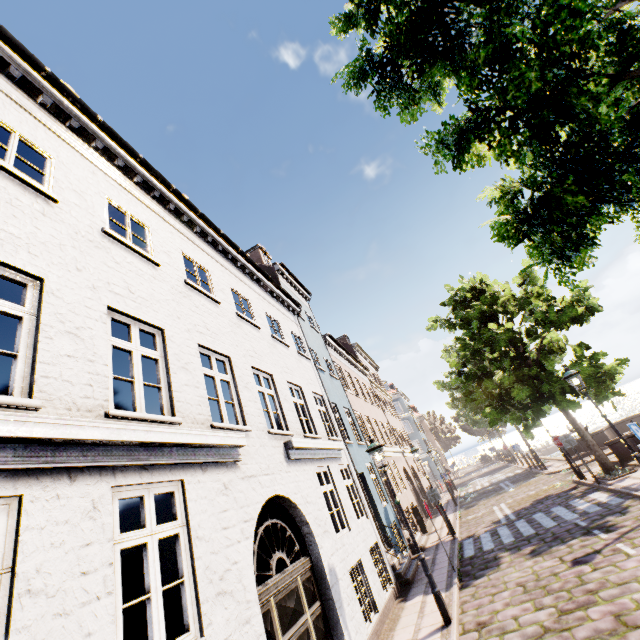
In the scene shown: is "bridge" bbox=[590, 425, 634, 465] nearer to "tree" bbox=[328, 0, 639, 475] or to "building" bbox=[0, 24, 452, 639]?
"tree" bbox=[328, 0, 639, 475]

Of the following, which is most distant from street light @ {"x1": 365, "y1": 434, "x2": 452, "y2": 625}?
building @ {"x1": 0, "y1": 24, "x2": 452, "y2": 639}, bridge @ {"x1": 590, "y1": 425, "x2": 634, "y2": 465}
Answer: building @ {"x1": 0, "y1": 24, "x2": 452, "y2": 639}

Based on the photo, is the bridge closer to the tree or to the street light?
the tree

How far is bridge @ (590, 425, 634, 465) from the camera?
13.58m

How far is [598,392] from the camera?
12.23m

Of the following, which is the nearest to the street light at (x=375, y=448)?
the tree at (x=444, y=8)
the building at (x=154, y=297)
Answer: the tree at (x=444, y=8)

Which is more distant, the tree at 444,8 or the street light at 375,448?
the street light at 375,448

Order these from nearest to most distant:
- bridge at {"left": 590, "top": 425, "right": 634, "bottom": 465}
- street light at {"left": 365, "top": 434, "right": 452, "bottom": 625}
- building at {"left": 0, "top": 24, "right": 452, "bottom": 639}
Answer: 1. building at {"left": 0, "top": 24, "right": 452, "bottom": 639}
2. street light at {"left": 365, "top": 434, "right": 452, "bottom": 625}
3. bridge at {"left": 590, "top": 425, "right": 634, "bottom": 465}
